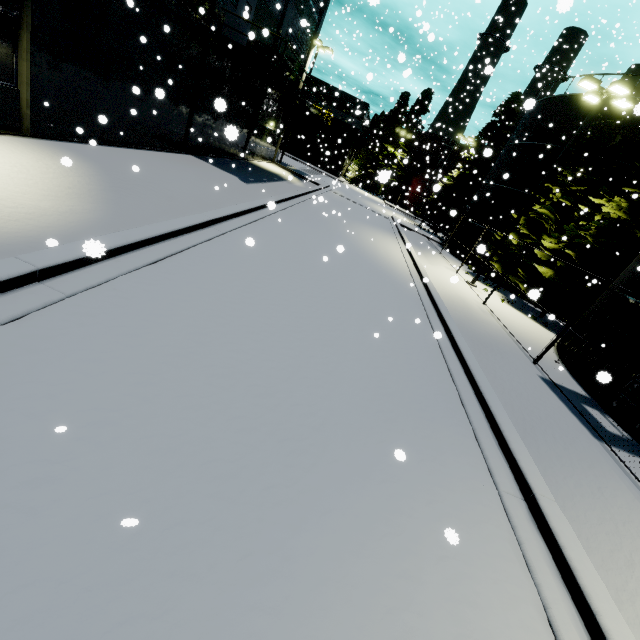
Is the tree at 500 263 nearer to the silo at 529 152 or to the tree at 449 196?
the silo at 529 152

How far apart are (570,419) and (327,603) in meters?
7.8 m

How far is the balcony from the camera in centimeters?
1386cm

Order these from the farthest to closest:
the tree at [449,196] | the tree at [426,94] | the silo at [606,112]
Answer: the tree at [426,94]
the tree at [449,196]
the silo at [606,112]

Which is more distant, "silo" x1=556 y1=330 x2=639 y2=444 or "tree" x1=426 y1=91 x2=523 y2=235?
"tree" x1=426 y1=91 x2=523 y2=235

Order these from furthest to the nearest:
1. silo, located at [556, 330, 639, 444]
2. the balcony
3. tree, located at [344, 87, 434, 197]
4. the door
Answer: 1. tree, located at [344, 87, 434, 197]
2. the door
3. the balcony
4. silo, located at [556, 330, 639, 444]

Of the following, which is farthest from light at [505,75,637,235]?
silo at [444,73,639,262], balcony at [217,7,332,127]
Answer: balcony at [217,7,332,127]

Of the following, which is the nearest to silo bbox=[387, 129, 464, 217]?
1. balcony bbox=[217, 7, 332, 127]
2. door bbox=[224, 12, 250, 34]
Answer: balcony bbox=[217, 7, 332, 127]
